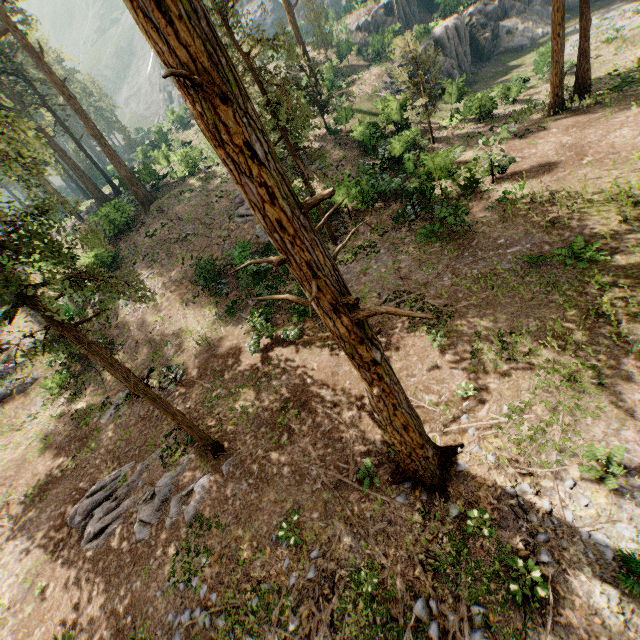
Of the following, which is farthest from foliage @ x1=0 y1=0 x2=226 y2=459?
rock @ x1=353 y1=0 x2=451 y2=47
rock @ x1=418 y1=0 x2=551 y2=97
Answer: rock @ x1=353 y1=0 x2=451 y2=47

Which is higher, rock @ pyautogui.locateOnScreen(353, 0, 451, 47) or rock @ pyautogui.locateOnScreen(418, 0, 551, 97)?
rock @ pyautogui.locateOnScreen(353, 0, 451, 47)

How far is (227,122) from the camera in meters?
3.3 m

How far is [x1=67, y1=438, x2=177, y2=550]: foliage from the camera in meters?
11.4

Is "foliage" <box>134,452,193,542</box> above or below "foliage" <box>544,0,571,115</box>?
below

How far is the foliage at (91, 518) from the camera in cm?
1143

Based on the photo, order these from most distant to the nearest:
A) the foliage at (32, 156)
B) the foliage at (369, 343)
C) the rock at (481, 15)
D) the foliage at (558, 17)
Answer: the rock at (481, 15) < the foliage at (558, 17) < the foliage at (32, 156) < the foliage at (369, 343)
